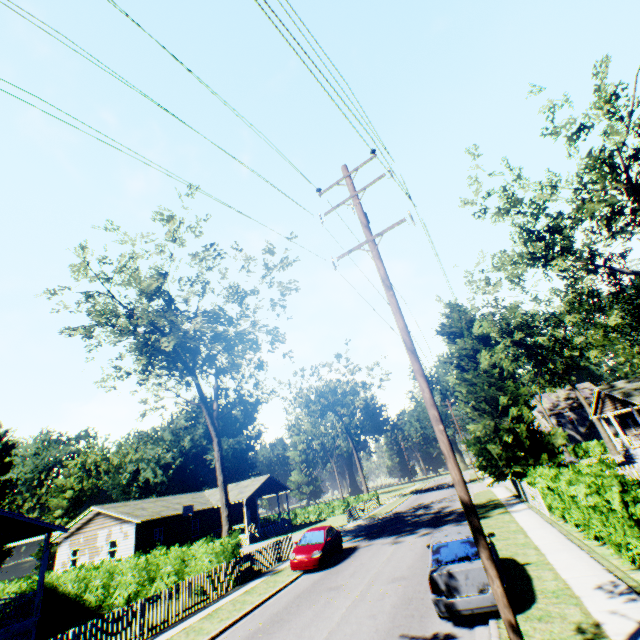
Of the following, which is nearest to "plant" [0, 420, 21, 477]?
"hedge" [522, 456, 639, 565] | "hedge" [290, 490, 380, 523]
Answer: "hedge" [522, 456, 639, 565]

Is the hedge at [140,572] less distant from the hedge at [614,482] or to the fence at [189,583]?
the fence at [189,583]

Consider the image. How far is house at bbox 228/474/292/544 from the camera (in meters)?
36.38

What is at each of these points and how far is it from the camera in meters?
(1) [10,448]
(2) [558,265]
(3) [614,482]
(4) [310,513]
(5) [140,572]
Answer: (1) plant, 53.5
(2) tree, 22.3
(3) hedge, 9.9
(4) hedge, 47.2
(5) hedge, 18.6

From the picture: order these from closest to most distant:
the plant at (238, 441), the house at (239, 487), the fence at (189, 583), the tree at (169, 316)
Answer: the fence at (189, 583)
the tree at (169, 316)
the house at (239, 487)
the plant at (238, 441)

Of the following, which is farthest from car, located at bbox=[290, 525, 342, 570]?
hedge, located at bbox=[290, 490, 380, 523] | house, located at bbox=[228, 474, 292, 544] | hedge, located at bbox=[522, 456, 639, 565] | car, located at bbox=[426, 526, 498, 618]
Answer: hedge, located at bbox=[290, 490, 380, 523]

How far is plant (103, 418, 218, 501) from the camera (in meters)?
51.25

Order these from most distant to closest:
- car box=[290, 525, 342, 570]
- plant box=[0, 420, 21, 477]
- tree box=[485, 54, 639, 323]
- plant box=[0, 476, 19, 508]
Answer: plant box=[0, 420, 21, 477] < plant box=[0, 476, 19, 508] < tree box=[485, 54, 639, 323] < car box=[290, 525, 342, 570]
